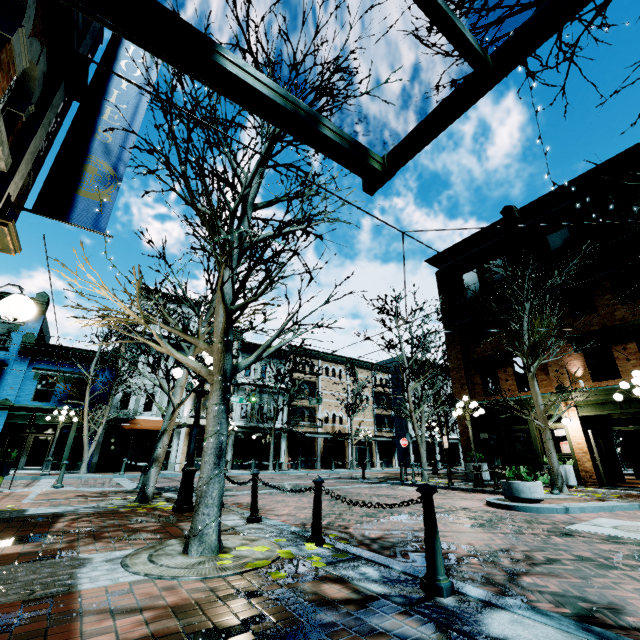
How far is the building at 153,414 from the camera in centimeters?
Answer: 2364cm

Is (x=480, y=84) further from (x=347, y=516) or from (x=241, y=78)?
(x=347, y=516)

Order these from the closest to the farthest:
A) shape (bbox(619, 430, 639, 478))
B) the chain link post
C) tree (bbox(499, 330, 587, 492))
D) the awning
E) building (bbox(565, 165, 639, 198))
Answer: the awning, the chain link post, tree (bbox(499, 330, 587, 492)), building (bbox(565, 165, 639, 198)), shape (bbox(619, 430, 639, 478))

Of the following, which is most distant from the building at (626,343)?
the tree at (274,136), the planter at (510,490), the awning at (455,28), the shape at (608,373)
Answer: the planter at (510,490)

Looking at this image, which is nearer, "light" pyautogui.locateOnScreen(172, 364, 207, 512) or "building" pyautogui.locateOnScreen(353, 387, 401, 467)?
"light" pyautogui.locateOnScreen(172, 364, 207, 512)

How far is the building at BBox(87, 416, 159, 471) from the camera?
21.94m

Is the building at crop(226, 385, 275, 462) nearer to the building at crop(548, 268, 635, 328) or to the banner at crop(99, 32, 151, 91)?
the building at crop(548, 268, 635, 328)

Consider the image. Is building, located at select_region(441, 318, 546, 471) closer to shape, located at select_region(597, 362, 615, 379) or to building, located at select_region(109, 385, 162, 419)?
shape, located at select_region(597, 362, 615, 379)
